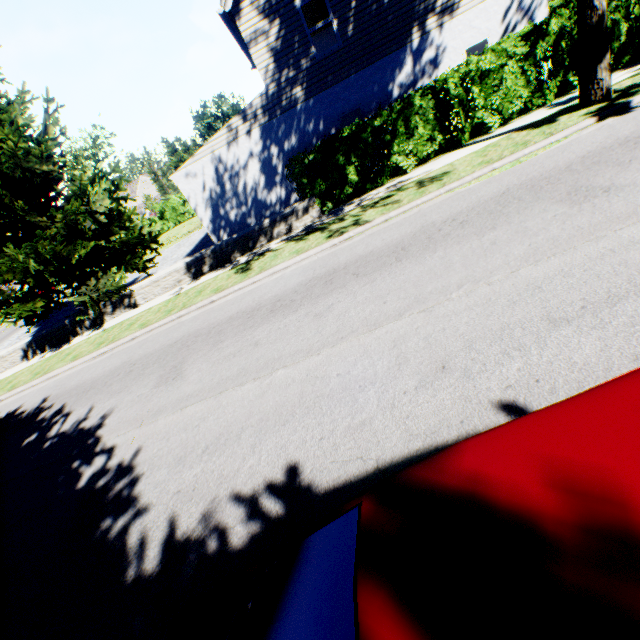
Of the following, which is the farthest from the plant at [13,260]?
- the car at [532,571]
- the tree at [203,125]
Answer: the tree at [203,125]

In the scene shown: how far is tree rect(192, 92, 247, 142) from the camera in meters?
55.4 m

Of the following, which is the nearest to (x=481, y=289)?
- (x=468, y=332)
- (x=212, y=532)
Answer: (x=468, y=332)

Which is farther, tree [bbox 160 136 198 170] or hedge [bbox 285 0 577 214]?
tree [bbox 160 136 198 170]

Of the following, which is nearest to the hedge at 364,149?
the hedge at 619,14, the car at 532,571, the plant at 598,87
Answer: the hedge at 619,14

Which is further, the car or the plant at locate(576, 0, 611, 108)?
the plant at locate(576, 0, 611, 108)

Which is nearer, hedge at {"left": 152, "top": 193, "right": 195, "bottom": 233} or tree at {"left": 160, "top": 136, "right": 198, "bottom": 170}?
hedge at {"left": 152, "top": 193, "right": 195, "bottom": 233}

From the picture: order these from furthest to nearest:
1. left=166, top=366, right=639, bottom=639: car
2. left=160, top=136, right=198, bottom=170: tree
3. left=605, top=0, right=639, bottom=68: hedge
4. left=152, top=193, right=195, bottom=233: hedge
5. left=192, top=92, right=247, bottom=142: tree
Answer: left=192, top=92, right=247, bottom=142: tree → left=160, top=136, right=198, bottom=170: tree → left=152, top=193, right=195, bottom=233: hedge → left=605, top=0, right=639, bottom=68: hedge → left=166, top=366, right=639, bottom=639: car
